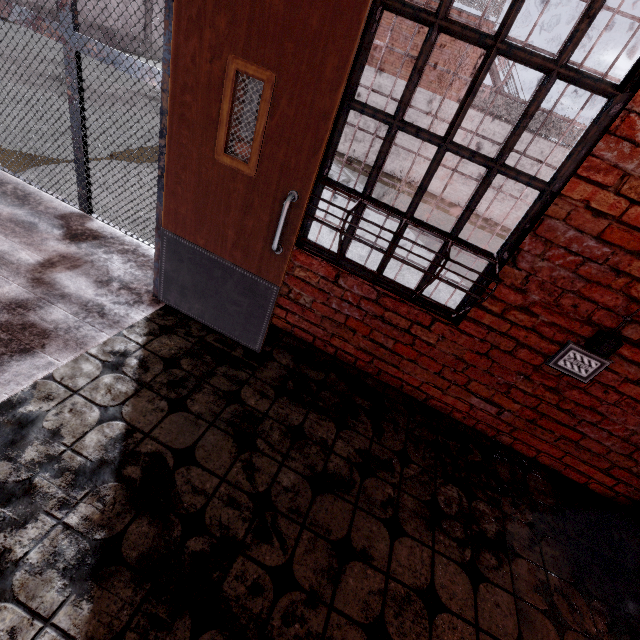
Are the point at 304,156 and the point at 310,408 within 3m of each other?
yes

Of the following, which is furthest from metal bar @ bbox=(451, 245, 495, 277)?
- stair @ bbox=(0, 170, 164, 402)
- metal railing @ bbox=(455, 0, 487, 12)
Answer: metal railing @ bbox=(455, 0, 487, 12)

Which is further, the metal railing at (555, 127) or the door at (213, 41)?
the metal railing at (555, 127)

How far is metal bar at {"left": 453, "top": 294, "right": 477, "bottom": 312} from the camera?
2.3 meters

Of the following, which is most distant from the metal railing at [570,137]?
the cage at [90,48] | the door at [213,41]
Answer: the door at [213,41]

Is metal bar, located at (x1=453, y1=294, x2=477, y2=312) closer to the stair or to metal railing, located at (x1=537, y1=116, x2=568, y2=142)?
the stair

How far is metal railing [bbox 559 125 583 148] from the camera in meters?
14.9 m

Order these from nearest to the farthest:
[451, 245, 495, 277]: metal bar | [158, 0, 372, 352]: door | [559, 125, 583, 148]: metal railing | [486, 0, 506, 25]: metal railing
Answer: [158, 0, 372, 352]: door → [451, 245, 495, 277]: metal bar → [486, 0, 506, 25]: metal railing → [559, 125, 583, 148]: metal railing
